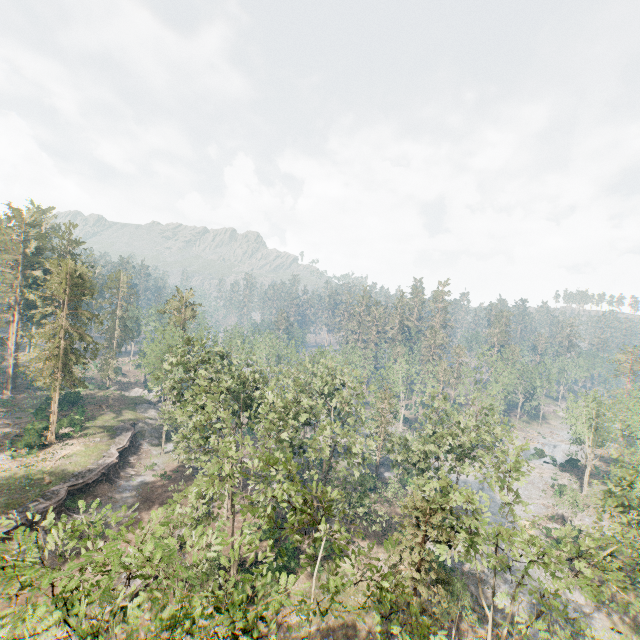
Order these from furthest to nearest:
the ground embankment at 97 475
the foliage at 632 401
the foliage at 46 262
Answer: the foliage at 632 401 < the foliage at 46 262 < the ground embankment at 97 475

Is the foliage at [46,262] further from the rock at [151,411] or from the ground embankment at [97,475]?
the ground embankment at [97,475]

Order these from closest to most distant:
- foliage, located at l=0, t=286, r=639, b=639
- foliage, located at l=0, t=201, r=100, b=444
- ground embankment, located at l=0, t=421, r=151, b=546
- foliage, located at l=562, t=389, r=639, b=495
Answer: foliage, located at l=0, t=286, r=639, b=639 → ground embankment, located at l=0, t=421, r=151, b=546 → foliage, located at l=0, t=201, r=100, b=444 → foliage, located at l=562, t=389, r=639, b=495

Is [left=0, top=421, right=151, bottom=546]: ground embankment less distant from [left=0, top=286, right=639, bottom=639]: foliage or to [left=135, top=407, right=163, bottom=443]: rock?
[left=135, top=407, right=163, bottom=443]: rock

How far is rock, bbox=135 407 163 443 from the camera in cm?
5175

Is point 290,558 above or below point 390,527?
above

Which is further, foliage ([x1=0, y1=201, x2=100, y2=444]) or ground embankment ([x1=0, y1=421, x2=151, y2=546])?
foliage ([x1=0, y1=201, x2=100, y2=444])
